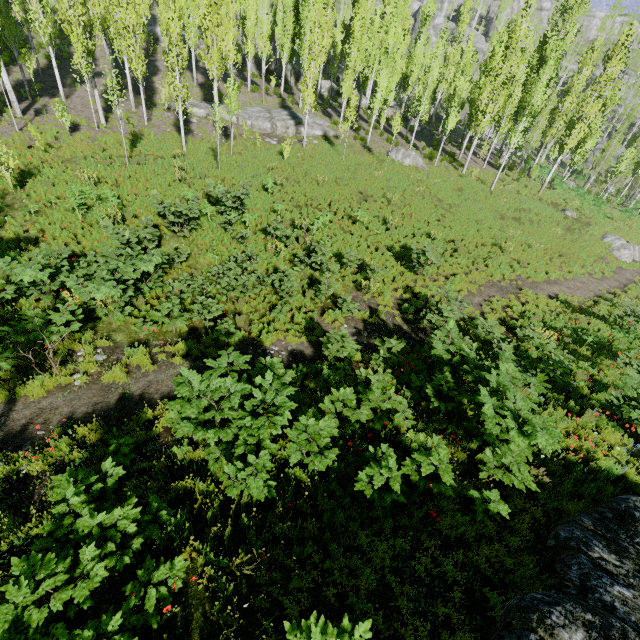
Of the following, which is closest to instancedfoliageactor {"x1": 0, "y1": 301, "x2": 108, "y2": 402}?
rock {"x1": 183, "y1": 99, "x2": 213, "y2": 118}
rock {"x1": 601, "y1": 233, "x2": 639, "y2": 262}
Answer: rock {"x1": 183, "y1": 99, "x2": 213, "y2": 118}

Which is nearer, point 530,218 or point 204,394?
point 204,394

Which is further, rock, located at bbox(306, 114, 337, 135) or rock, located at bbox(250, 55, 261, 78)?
rock, located at bbox(250, 55, 261, 78)

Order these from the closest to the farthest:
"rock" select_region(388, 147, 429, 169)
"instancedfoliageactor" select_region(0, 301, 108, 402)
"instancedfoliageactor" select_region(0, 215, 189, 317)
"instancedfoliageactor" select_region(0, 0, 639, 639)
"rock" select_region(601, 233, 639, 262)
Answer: "instancedfoliageactor" select_region(0, 0, 639, 639) < "instancedfoliageactor" select_region(0, 301, 108, 402) < "instancedfoliageactor" select_region(0, 215, 189, 317) < "rock" select_region(601, 233, 639, 262) < "rock" select_region(388, 147, 429, 169)

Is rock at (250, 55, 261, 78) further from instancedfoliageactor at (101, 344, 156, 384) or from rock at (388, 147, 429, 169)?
rock at (388, 147, 429, 169)

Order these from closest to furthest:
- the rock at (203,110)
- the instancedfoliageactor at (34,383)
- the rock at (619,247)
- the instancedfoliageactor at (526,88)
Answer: the instancedfoliageactor at (526,88) < the instancedfoliageactor at (34,383) < the rock at (619,247) < the rock at (203,110)

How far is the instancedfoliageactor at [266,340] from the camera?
10.3 meters

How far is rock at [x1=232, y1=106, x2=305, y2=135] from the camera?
27.0m
